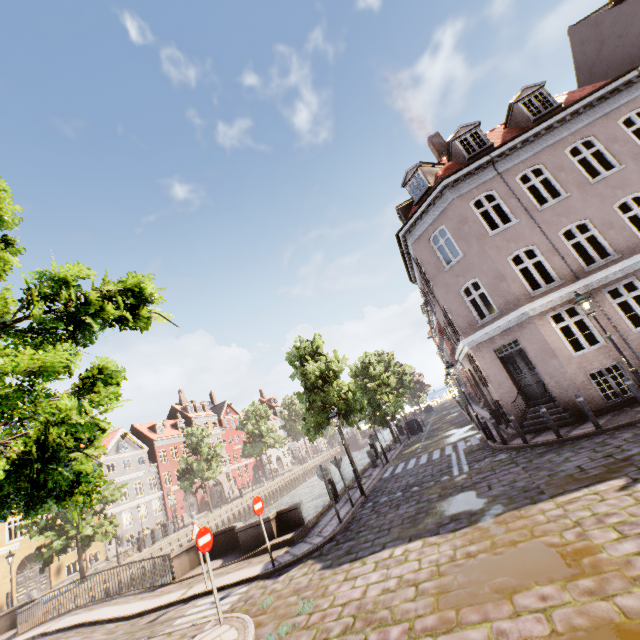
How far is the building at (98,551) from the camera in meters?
31.2 m

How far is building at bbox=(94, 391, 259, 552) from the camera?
36.7m

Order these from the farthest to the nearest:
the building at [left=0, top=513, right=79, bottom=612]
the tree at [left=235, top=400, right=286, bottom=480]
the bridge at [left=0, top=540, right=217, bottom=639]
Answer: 1. the tree at [left=235, top=400, right=286, bottom=480]
2. the building at [left=0, top=513, right=79, bottom=612]
3. the bridge at [left=0, top=540, right=217, bottom=639]

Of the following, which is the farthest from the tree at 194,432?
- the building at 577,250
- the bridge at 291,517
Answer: the building at 577,250

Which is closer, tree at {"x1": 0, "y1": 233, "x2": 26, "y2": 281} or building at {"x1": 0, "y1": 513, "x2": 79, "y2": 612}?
tree at {"x1": 0, "y1": 233, "x2": 26, "y2": 281}

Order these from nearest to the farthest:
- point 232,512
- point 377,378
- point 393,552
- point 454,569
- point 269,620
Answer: point 454,569, point 269,620, point 393,552, point 377,378, point 232,512

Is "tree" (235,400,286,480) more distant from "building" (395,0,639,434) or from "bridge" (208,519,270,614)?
"building" (395,0,639,434)
